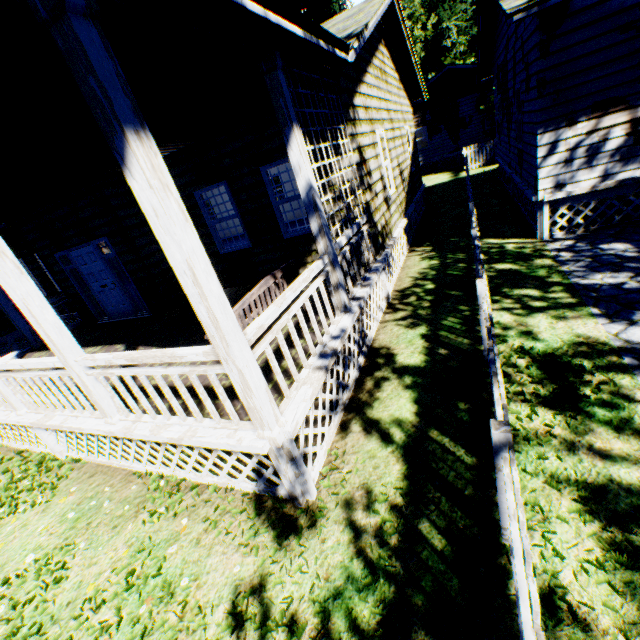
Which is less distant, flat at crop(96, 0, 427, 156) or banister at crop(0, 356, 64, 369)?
flat at crop(96, 0, 427, 156)

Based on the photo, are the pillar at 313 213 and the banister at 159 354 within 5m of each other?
yes

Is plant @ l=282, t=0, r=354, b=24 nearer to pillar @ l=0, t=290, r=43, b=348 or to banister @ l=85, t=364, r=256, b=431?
banister @ l=85, t=364, r=256, b=431

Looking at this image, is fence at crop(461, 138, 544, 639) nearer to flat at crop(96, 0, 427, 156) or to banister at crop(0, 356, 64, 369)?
flat at crop(96, 0, 427, 156)

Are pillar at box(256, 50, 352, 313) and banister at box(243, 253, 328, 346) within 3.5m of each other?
yes

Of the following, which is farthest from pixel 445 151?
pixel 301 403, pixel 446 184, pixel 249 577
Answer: pixel 249 577

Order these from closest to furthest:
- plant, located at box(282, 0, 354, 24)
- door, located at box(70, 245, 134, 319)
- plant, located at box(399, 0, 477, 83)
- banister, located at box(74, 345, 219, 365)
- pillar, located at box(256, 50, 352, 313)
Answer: banister, located at box(74, 345, 219, 365)
pillar, located at box(256, 50, 352, 313)
door, located at box(70, 245, 134, 319)
plant, located at box(282, 0, 354, 24)
plant, located at box(399, 0, 477, 83)

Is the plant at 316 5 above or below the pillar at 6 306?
above
